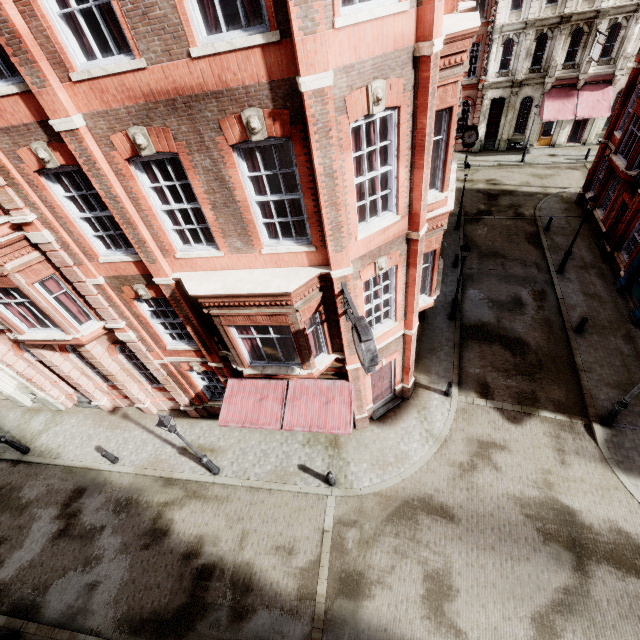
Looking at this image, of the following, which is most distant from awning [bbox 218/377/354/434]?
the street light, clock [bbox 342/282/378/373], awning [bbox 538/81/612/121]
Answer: awning [bbox 538/81/612/121]

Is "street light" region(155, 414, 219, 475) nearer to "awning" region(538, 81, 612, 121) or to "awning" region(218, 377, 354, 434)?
"awning" region(218, 377, 354, 434)

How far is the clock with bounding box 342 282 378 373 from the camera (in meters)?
7.17

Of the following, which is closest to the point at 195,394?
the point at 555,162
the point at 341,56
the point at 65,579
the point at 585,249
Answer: the point at 65,579

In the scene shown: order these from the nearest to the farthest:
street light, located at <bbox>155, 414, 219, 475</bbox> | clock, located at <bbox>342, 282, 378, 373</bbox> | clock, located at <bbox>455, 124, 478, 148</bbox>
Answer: clock, located at <bbox>342, 282, 378, 373</bbox> < street light, located at <bbox>155, 414, 219, 475</bbox> < clock, located at <bbox>455, 124, 478, 148</bbox>

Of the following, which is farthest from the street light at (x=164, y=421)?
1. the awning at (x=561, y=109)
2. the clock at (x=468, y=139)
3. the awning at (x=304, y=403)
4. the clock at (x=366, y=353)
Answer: the awning at (x=561, y=109)

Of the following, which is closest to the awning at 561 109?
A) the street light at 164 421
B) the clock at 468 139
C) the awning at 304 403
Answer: the clock at 468 139

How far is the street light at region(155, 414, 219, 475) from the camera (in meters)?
10.35
